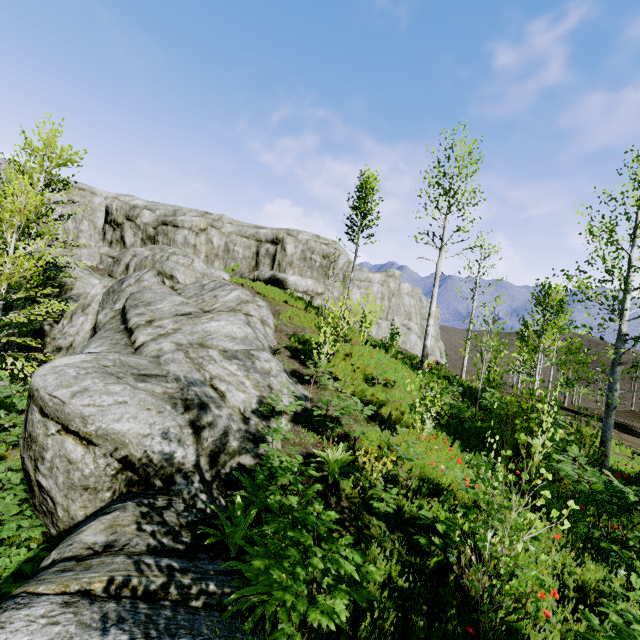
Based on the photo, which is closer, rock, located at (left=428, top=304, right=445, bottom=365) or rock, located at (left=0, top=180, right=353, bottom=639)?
rock, located at (left=0, top=180, right=353, bottom=639)

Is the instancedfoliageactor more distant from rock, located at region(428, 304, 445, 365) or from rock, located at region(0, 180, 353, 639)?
rock, located at region(428, 304, 445, 365)

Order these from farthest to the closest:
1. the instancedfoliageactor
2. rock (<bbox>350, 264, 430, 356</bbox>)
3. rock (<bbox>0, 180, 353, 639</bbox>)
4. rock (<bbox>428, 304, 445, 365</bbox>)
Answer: rock (<bbox>428, 304, 445, 365</bbox>), rock (<bbox>350, 264, 430, 356</bbox>), the instancedfoliageactor, rock (<bbox>0, 180, 353, 639</bbox>)

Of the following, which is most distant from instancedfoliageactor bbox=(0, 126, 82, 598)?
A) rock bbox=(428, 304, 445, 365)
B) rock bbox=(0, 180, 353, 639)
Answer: rock bbox=(428, 304, 445, 365)

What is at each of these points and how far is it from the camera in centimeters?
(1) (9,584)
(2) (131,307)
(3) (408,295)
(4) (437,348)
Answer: (1) instancedfoliageactor, 562cm
(2) rock, 1222cm
(3) rock, 4141cm
(4) rock, 4559cm

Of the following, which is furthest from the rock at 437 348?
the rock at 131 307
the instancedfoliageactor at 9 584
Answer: the instancedfoliageactor at 9 584

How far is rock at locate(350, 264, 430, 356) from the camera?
32.4m

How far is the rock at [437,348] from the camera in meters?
45.0 m
